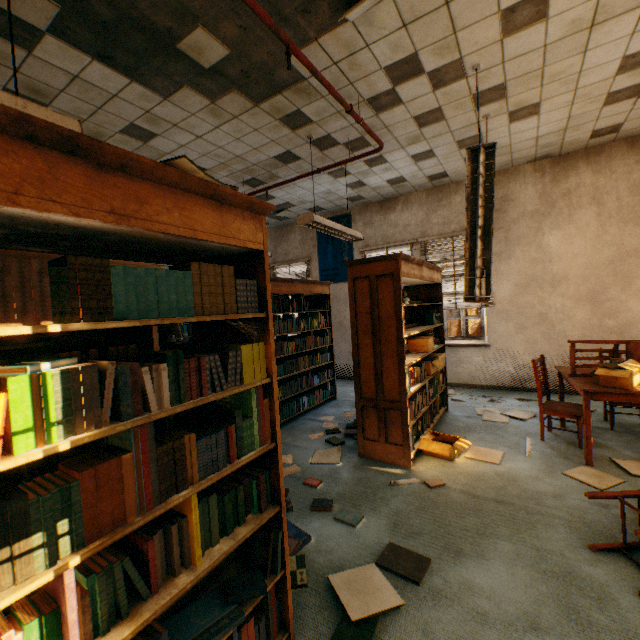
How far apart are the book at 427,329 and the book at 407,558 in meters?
1.2

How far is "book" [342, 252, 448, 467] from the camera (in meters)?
3.34

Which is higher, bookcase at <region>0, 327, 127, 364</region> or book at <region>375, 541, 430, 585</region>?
bookcase at <region>0, 327, 127, 364</region>

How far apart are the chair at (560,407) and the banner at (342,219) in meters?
4.2 m

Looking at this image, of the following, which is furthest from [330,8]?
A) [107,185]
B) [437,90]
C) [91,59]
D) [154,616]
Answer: [154,616]

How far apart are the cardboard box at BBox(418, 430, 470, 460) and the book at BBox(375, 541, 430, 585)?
1.4 meters

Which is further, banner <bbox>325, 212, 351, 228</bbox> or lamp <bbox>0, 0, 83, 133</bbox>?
banner <bbox>325, 212, 351, 228</bbox>

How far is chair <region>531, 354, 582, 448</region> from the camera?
3.51m
